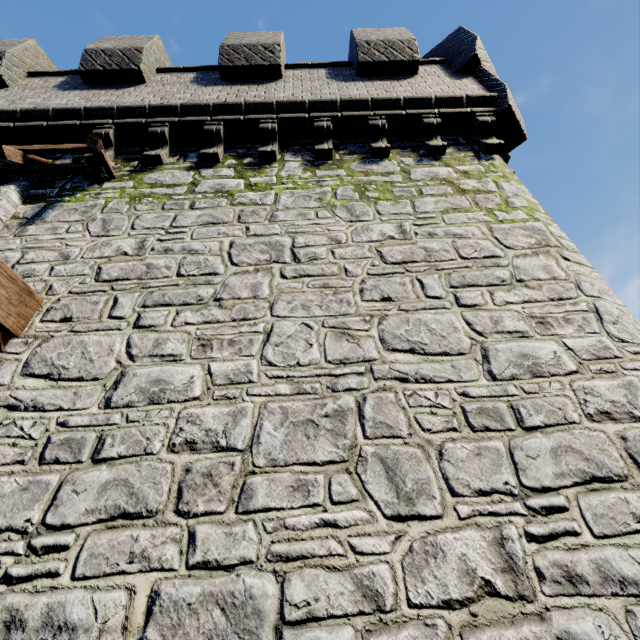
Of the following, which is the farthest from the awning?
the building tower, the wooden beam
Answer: the wooden beam

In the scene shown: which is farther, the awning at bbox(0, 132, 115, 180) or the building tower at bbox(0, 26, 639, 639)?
the awning at bbox(0, 132, 115, 180)

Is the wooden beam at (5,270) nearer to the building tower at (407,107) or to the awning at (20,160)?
the building tower at (407,107)

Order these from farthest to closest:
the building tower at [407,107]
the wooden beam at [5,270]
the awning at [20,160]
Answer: the awning at [20,160] → the wooden beam at [5,270] → the building tower at [407,107]

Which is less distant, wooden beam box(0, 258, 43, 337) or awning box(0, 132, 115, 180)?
wooden beam box(0, 258, 43, 337)

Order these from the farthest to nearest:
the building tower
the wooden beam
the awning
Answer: the awning < the wooden beam < the building tower

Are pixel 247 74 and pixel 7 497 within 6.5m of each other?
no

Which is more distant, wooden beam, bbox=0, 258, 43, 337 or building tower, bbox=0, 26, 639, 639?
wooden beam, bbox=0, 258, 43, 337
